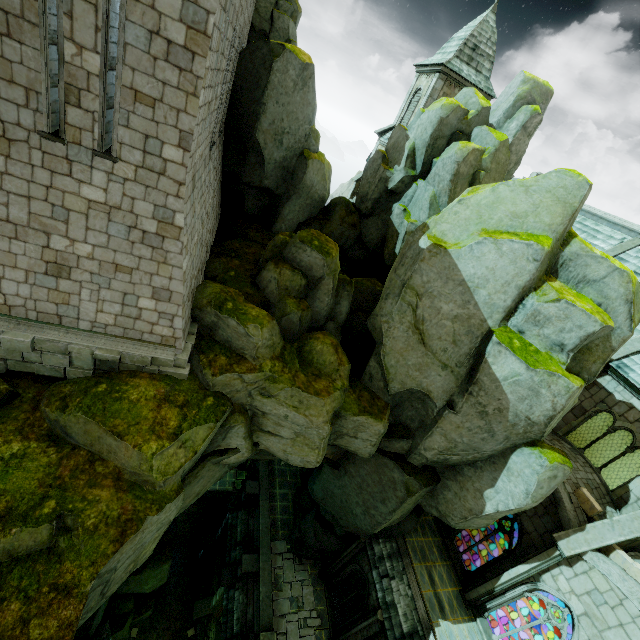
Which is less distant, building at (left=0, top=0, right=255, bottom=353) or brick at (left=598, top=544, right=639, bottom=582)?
building at (left=0, top=0, right=255, bottom=353)

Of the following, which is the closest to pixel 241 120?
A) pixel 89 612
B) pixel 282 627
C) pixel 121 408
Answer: pixel 121 408

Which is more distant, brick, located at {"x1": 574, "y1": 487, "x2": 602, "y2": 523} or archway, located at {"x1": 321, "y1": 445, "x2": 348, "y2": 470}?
archway, located at {"x1": 321, "y1": 445, "x2": 348, "y2": 470}

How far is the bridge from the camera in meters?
28.1 m

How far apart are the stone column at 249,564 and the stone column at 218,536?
3.26m

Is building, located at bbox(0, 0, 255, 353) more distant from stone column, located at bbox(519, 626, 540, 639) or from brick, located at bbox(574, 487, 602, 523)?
stone column, located at bbox(519, 626, 540, 639)

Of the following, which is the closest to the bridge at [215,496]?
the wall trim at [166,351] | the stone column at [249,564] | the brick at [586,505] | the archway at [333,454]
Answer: the stone column at [249,564]

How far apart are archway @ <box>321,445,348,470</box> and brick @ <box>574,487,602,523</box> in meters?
9.1
